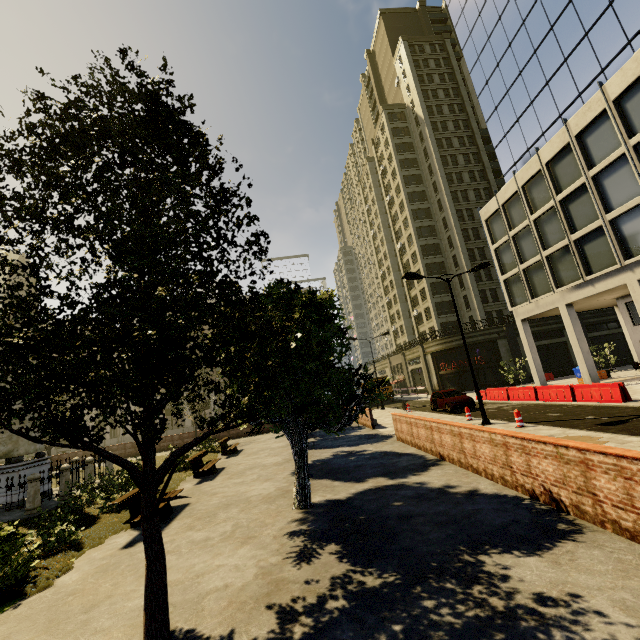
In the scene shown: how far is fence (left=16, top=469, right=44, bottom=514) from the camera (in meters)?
12.02

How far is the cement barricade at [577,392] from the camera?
15.3 meters

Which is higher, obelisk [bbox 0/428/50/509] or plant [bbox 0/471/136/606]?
obelisk [bbox 0/428/50/509]

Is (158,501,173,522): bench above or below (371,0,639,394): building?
below

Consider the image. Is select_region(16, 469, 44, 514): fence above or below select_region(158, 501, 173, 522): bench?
above

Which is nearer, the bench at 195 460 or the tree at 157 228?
the tree at 157 228

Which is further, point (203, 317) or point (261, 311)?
point (203, 317)

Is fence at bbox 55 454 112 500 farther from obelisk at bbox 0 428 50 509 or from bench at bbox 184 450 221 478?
bench at bbox 184 450 221 478
